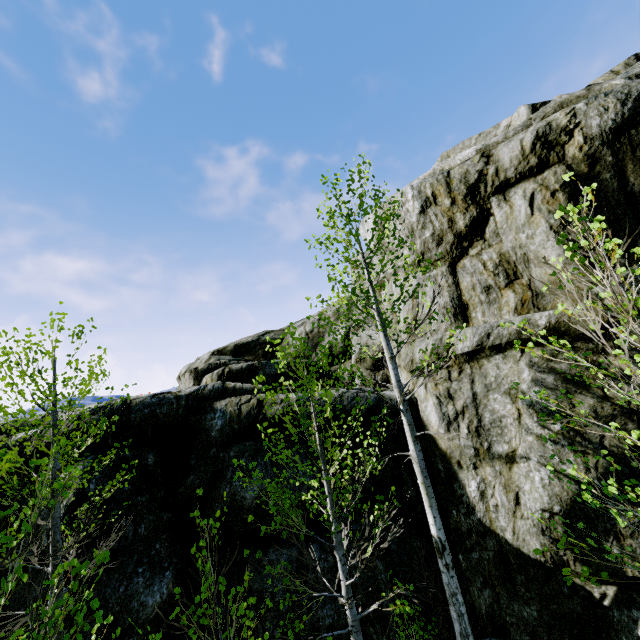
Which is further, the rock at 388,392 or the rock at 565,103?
the rock at 388,392

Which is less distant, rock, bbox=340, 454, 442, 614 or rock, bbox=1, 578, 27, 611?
rock, bbox=1, 578, 27, 611

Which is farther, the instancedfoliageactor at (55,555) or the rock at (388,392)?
the rock at (388,392)

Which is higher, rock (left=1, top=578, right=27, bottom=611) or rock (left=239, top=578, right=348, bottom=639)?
rock (left=1, top=578, right=27, bottom=611)

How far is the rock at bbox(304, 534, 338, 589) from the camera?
6.2 meters

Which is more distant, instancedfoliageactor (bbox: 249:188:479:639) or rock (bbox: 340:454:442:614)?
rock (bbox: 340:454:442:614)

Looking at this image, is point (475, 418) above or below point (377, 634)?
above
